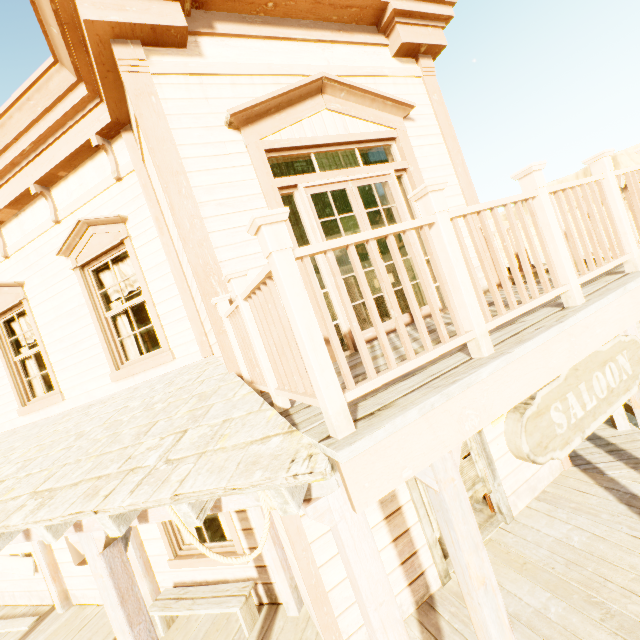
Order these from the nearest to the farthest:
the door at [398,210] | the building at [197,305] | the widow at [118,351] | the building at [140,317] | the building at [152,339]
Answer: the building at [197,305]
the door at [398,210]
the widow at [118,351]
the building at [140,317]
the building at [152,339]

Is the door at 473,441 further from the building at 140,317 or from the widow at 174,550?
the widow at 174,550

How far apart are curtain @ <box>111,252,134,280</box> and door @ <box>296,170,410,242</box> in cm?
244

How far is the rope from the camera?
1.82m

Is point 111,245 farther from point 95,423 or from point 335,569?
point 335,569

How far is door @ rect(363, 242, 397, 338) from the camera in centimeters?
404cm

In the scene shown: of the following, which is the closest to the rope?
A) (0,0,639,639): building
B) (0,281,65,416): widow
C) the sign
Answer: (0,0,639,639): building

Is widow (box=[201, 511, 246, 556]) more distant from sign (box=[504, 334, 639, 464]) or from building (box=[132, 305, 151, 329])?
sign (box=[504, 334, 639, 464])
